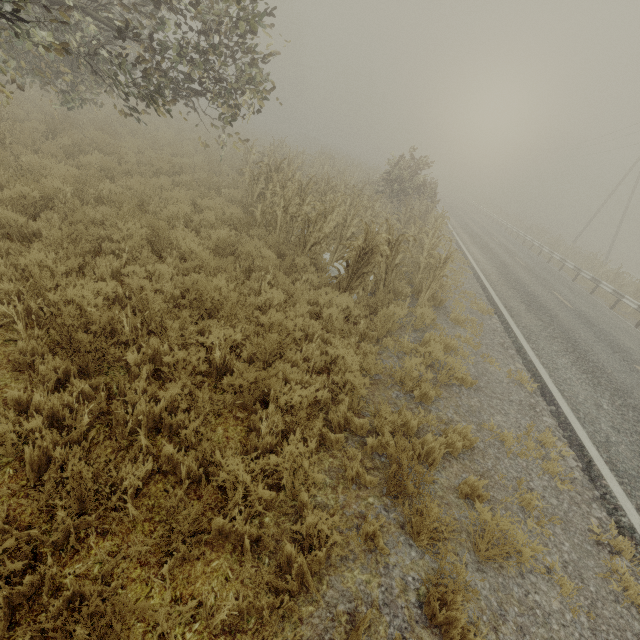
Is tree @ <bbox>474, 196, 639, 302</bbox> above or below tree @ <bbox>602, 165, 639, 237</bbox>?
below

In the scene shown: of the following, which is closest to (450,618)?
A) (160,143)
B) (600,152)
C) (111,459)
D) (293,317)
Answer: (111,459)

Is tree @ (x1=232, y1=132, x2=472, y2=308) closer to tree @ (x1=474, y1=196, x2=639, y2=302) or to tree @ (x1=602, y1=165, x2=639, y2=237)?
tree @ (x1=474, y1=196, x2=639, y2=302)

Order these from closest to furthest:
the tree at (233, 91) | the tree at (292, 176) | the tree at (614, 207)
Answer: the tree at (233, 91) → the tree at (292, 176) → the tree at (614, 207)

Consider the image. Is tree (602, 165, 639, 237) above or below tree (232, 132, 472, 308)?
above

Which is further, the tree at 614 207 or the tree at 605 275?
the tree at 614 207

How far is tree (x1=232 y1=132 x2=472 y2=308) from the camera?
7.3 meters
